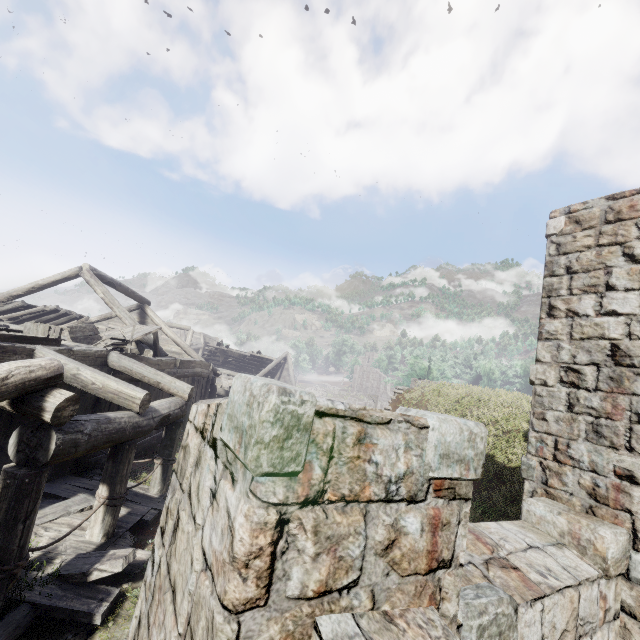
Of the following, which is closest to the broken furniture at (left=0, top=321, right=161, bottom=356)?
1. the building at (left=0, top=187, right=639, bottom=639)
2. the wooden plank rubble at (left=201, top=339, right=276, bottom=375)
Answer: the building at (left=0, top=187, right=639, bottom=639)

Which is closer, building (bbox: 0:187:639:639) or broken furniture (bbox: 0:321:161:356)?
building (bbox: 0:187:639:639)

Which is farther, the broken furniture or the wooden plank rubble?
the wooden plank rubble

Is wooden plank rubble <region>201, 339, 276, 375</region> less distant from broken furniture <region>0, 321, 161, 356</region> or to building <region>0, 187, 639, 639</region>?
building <region>0, 187, 639, 639</region>

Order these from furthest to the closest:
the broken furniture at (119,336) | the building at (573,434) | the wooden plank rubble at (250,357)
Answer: the wooden plank rubble at (250,357), the broken furniture at (119,336), the building at (573,434)

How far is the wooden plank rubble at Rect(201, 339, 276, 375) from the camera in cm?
3059

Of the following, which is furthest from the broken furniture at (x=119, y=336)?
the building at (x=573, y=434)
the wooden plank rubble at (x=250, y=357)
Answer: the wooden plank rubble at (x=250, y=357)

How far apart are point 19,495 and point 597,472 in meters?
7.0
